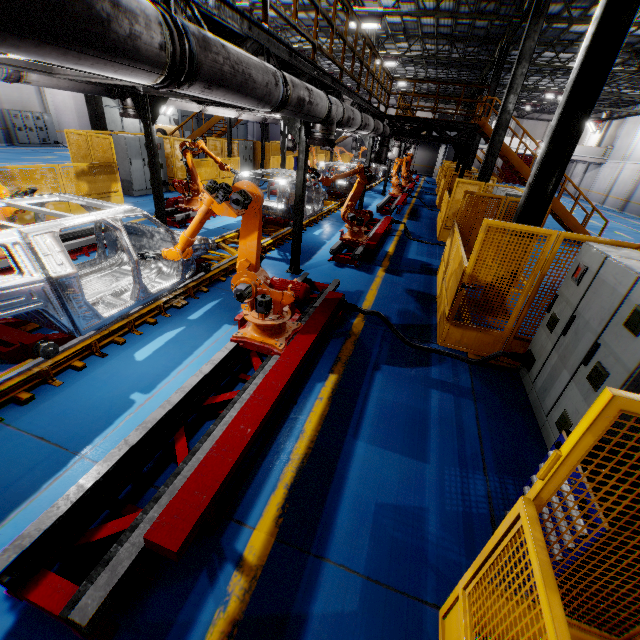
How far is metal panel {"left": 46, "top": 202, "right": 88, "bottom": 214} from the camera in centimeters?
923cm

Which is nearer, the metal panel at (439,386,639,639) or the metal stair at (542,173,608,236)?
the metal panel at (439,386,639,639)

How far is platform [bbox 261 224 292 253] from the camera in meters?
9.1

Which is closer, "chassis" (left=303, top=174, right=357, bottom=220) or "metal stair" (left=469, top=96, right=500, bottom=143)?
"chassis" (left=303, top=174, right=357, bottom=220)

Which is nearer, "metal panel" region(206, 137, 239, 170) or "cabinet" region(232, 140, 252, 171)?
"metal panel" region(206, 137, 239, 170)

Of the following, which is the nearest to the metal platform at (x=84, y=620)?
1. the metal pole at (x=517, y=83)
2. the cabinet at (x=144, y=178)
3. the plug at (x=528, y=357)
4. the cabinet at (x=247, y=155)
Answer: the plug at (x=528, y=357)

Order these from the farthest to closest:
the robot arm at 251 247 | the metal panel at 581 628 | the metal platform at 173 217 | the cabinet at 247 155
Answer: the cabinet at 247 155 → the metal platform at 173 217 → the robot arm at 251 247 → the metal panel at 581 628

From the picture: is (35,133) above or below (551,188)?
below
